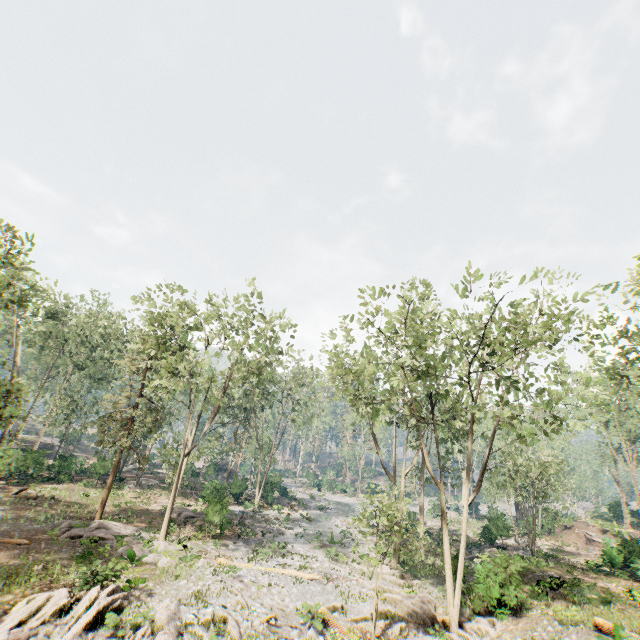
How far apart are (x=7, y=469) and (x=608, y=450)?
61.8 meters

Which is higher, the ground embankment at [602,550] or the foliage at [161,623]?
the ground embankment at [602,550]

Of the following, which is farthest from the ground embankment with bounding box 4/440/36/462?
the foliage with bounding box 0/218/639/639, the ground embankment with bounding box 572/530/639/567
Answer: the ground embankment with bounding box 572/530/639/567

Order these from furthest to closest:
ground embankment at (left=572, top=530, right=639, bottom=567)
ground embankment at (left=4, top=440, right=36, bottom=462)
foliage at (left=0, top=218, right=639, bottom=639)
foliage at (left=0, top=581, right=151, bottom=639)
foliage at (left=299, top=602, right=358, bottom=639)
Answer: ground embankment at (left=4, top=440, right=36, bottom=462), ground embankment at (left=572, top=530, right=639, bottom=567), foliage at (left=0, top=218, right=639, bottom=639), foliage at (left=299, top=602, right=358, bottom=639), foliage at (left=0, top=581, right=151, bottom=639)

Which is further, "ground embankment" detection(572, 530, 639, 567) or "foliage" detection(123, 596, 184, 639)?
"ground embankment" detection(572, 530, 639, 567)

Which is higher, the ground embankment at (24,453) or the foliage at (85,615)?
the ground embankment at (24,453)

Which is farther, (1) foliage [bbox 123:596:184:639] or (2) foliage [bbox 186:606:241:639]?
(2) foliage [bbox 186:606:241:639]
